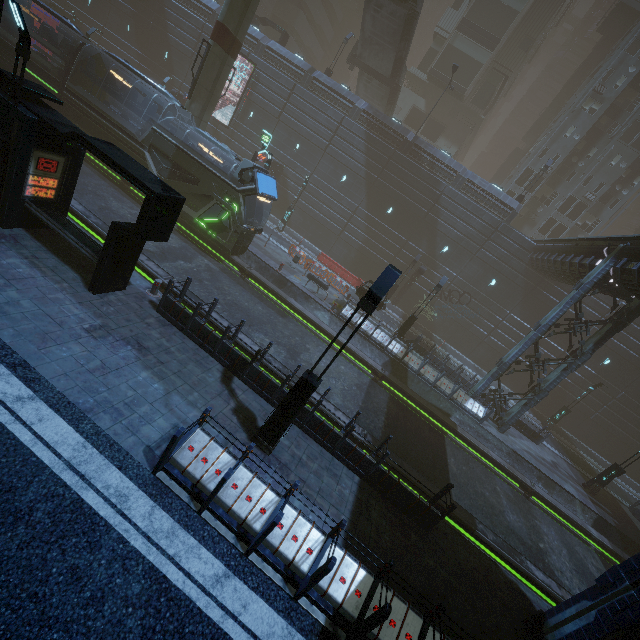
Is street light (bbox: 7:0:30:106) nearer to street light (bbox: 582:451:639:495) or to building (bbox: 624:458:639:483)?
building (bbox: 624:458:639:483)

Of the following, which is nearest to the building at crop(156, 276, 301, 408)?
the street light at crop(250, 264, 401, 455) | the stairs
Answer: the street light at crop(250, 264, 401, 455)

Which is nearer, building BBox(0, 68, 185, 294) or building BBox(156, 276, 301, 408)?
building BBox(0, 68, 185, 294)

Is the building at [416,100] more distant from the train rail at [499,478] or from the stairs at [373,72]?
the stairs at [373,72]

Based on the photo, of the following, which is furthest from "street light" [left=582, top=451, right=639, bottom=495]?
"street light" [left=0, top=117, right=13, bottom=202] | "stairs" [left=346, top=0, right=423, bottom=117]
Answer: "stairs" [left=346, top=0, right=423, bottom=117]

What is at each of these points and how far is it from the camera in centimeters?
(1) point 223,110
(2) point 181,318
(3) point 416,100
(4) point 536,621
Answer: (1) building, 3478cm
(2) building, 1032cm
(3) building, 4562cm
(4) building, 830cm

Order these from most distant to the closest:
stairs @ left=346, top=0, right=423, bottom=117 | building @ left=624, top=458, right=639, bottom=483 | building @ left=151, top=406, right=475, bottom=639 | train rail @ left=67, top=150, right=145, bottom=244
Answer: building @ left=624, top=458, right=639, bottom=483
stairs @ left=346, top=0, right=423, bottom=117
train rail @ left=67, top=150, right=145, bottom=244
building @ left=151, top=406, right=475, bottom=639

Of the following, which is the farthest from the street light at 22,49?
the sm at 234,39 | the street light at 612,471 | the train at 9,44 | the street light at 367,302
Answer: the street light at 612,471
